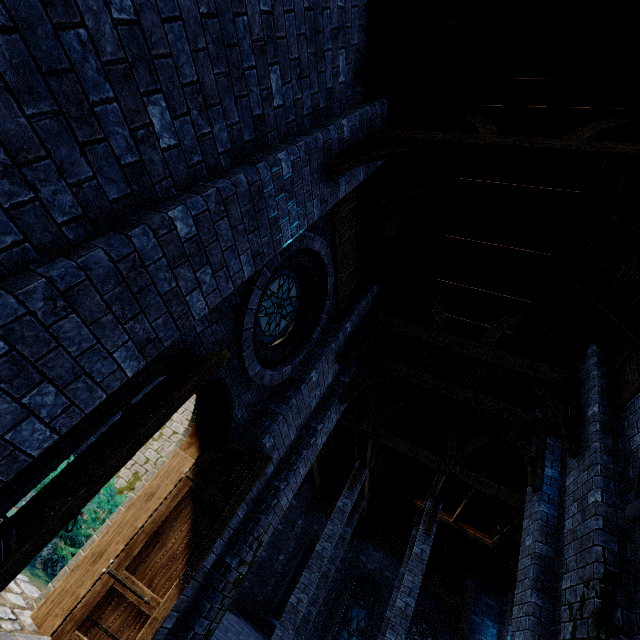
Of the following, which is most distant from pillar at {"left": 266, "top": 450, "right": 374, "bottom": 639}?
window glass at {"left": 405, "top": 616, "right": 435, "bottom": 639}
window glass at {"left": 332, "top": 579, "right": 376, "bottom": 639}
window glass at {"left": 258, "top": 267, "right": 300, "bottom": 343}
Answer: window glass at {"left": 258, "top": 267, "right": 300, "bottom": 343}

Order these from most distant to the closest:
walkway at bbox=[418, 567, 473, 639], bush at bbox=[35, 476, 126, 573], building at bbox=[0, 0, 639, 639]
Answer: walkway at bbox=[418, 567, 473, 639] → bush at bbox=[35, 476, 126, 573] → building at bbox=[0, 0, 639, 639]

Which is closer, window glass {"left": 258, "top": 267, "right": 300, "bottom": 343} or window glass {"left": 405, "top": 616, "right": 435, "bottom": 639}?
window glass {"left": 258, "top": 267, "right": 300, "bottom": 343}

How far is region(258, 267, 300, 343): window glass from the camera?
5.1m

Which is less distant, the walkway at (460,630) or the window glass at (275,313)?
the window glass at (275,313)

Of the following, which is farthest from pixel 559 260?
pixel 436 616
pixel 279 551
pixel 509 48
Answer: pixel 279 551

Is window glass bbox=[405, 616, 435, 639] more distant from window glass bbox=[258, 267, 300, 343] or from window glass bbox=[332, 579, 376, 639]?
window glass bbox=[258, 267, 300, 343]

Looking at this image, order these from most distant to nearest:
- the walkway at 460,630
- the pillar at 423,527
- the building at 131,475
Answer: the walkway at 460,630 < the pillar at 423,527 < the building at 131,475
